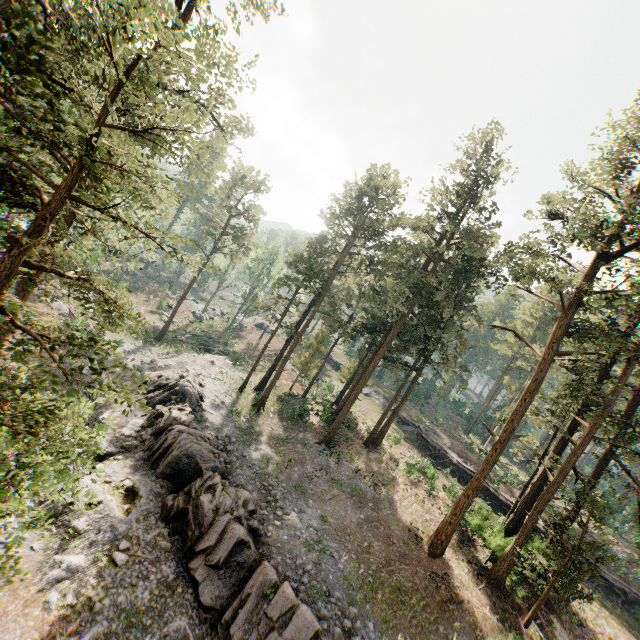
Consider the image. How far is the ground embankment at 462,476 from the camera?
35.2m

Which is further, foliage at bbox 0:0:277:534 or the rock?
the rock

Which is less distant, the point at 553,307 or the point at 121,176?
the point at 121,176

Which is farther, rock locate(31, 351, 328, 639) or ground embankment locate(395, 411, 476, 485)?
ground embankment locate(395, 411, 476, 485)

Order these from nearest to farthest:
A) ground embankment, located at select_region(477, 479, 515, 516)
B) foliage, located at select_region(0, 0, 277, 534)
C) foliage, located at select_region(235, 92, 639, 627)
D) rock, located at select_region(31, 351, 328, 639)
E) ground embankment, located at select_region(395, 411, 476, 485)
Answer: foliage, located at select_region(0, 0, 277, 534) < rock, located at select_region(31, 351, 328, 639) < foliage, located at select_region(235, 92, 639, 627) < ground embankment, located at select_region(477, 479, 515, 516) < ground embankment, located at select_region(395, 411, 476, 485)

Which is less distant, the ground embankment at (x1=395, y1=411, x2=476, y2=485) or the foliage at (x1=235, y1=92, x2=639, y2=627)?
the foliage at (x1=235, y1=92, x2=639, y2=627)

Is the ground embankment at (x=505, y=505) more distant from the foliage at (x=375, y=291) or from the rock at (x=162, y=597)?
the rock at (x=162, y=597)

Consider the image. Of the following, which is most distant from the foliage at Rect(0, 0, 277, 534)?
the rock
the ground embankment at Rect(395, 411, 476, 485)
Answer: the rock
